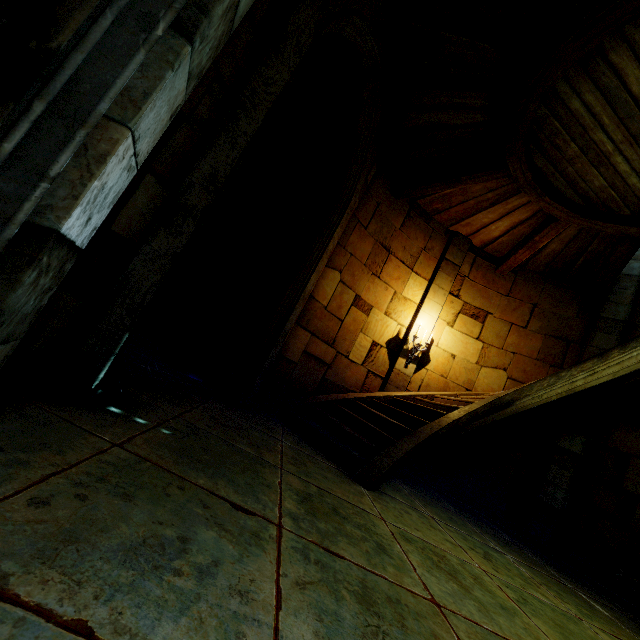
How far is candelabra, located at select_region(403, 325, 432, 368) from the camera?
7.1 meters

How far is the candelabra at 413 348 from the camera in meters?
7.1

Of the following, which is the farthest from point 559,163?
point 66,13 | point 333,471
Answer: point 66,13
